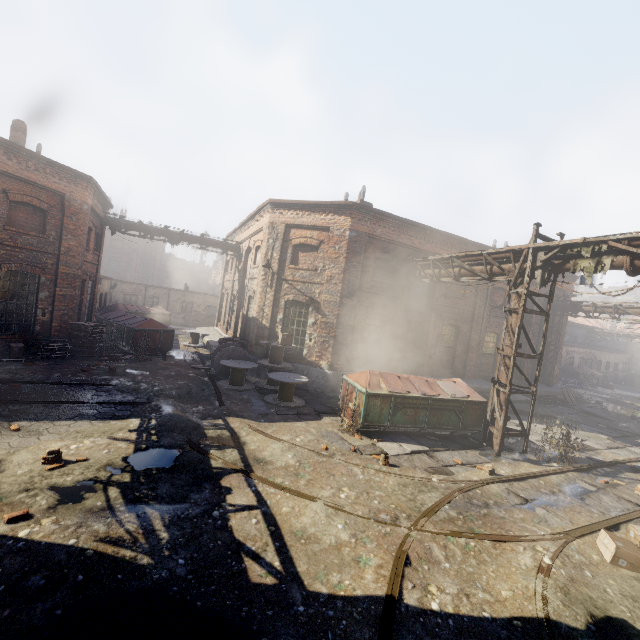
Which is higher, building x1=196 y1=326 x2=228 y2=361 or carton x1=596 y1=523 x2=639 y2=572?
building x1=196 y1=326 x2=228 y2=361

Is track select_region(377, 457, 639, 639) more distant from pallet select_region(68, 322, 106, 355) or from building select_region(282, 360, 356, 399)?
pallet select_region(68, 322, 106, 355)

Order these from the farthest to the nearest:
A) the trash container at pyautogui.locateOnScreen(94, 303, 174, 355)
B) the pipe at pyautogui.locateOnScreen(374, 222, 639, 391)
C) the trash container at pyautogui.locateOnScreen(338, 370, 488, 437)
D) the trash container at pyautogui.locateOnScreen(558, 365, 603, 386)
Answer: the trash container at pyautogui.locateOnScreen(558, 365, 603, 386)
the trash container at pyautogui.locateOnScreen(94, 303, 174, 355)
the trash container at pyautogui.locateOnScreen(338, 370, 488, 437)
the pipe at pyautogui.locateOnScreen(374, 222, 639, 391)

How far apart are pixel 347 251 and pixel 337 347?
4.3m

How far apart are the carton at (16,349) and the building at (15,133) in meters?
9.8

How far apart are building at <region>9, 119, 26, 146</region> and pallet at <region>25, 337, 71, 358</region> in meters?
8.7

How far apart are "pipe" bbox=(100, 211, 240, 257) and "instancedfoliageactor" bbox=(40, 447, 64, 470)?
16.0m

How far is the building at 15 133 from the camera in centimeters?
1540cm
